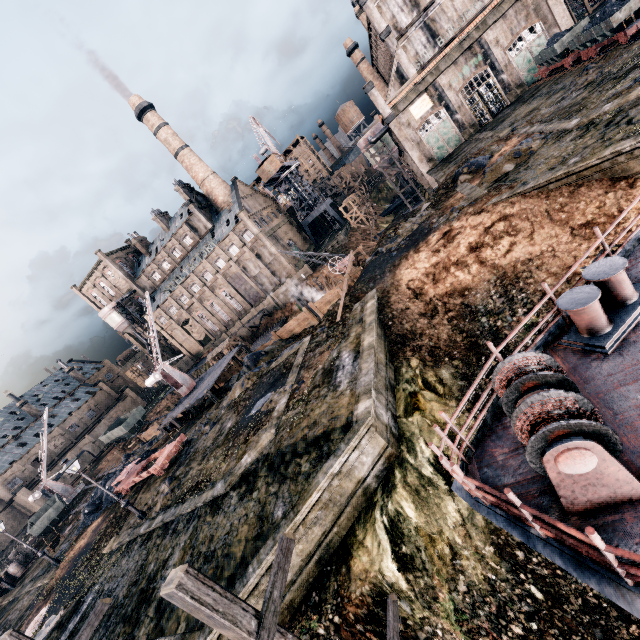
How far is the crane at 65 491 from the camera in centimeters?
4347cm

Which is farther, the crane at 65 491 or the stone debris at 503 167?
the crane at 65 491

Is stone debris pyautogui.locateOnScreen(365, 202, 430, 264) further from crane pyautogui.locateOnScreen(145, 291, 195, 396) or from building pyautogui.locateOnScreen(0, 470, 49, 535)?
Result: building pyautogui.locateOnScreen(0, 470, 49, 535)

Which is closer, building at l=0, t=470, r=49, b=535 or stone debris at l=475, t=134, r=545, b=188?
stone debris at l=475, t=134, r=545, b=188

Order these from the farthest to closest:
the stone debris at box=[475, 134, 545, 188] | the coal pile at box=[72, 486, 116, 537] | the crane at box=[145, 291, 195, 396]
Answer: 1. the crane at box=[145, 291, 195, 396]
2. the coal pile at box=[72, 486, 116, 537]
3. the stone debris at box=[475, 134, 545, 188]

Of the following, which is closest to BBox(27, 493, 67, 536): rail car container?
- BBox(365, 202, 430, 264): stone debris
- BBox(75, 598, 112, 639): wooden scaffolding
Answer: BBox(75, 598, 112, 639): wooden scaffolding

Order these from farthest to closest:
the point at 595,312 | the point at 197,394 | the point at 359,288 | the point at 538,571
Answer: the point at 197,394 < the point at 359,288 < the point at 538,571 < the point at 595,312

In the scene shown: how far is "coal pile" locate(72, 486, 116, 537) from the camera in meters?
27.9 m
